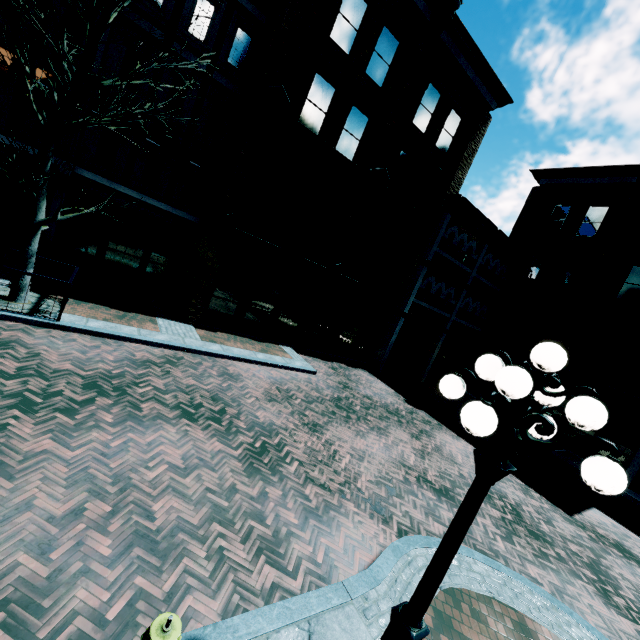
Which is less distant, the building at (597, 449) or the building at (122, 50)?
the building at (122, 50)

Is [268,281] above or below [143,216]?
below

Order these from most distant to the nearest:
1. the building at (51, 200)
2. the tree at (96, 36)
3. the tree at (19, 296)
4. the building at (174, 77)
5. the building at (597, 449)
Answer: the building at (597, 449) → the building at (174, 77) → the building at (51, 200) → the tree at (19, 296) → the tree at (96, 36)

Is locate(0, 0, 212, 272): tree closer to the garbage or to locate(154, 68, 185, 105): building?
locate(154, 68, 185, 105): building

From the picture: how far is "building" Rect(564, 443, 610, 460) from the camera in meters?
15.6 m

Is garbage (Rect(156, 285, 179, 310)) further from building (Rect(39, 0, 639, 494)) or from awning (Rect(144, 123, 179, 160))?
awning (Rect(144, 123, 179, 160))

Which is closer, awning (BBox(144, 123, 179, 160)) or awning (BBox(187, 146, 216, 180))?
awning (BBox(144, 123, 179, 160))

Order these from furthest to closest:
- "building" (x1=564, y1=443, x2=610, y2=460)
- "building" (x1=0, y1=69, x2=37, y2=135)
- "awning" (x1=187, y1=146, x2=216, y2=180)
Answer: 1. "building" (x1=564, y1=443, x2=610, y2=460)
2. "awning" (x1=187, y1=146, x2=216, y2=180)
3. "building" (x1=0, y1=69, x2=37, y2=135)
